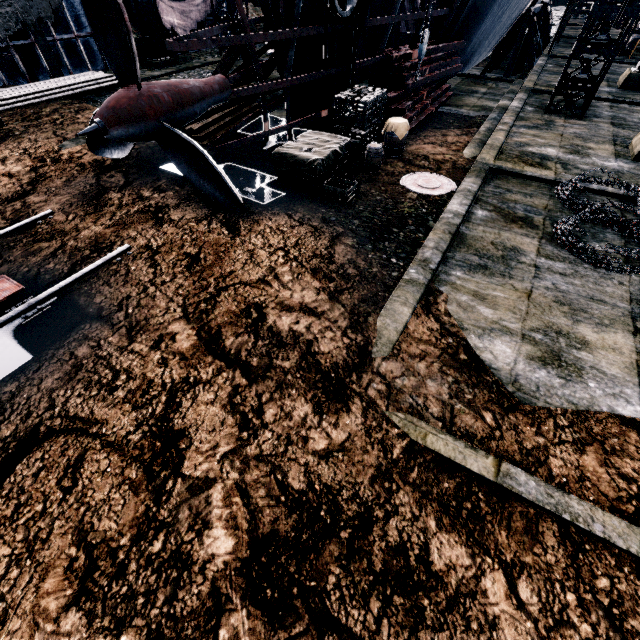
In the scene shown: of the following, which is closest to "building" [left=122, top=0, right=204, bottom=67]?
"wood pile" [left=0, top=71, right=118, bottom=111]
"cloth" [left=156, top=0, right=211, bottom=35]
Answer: "cloth" [left=156, top=0, right=211, bottom=35]

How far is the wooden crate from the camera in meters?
9.0

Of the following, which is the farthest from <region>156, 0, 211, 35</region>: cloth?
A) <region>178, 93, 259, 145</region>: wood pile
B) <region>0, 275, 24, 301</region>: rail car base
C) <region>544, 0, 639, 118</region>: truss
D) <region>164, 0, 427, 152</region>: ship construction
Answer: <region>0, 275, 24, 301</region>: rail car base

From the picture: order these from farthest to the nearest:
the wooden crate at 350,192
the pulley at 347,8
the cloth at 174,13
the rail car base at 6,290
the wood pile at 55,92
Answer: the cloth at 174,13
the wood pile at 55,92
the wooden crate at 350,192
the pulley at 347,8
the rail car base at 6,290

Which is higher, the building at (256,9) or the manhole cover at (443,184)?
the building at (256,9)

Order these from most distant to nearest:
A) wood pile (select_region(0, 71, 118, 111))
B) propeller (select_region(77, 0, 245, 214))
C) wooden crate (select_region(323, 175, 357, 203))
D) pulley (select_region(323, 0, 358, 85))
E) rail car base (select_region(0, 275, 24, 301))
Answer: wood pile (select_region(0, 71, 118, 111)) → wooden crate (select_region(323, 175, 357, 203)) → pulley (select_region(323, 0, 358, 85)) → propeller (select_region(77, 0, 245, 214)) → rail car base (select_region(0, 275, 24, 301))

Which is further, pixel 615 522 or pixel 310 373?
pixel 310 373

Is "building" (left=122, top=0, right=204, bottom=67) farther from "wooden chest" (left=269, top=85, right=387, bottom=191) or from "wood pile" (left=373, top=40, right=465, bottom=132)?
"wooden chest" (left=269, top=85, right=387, bottom=191)
